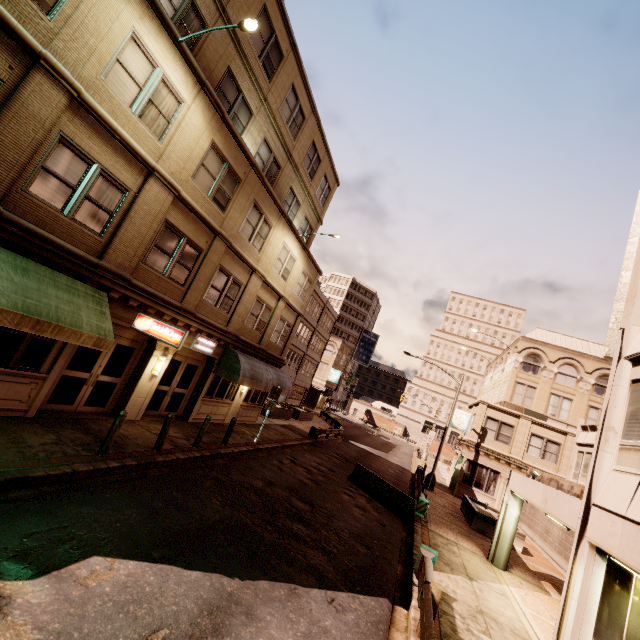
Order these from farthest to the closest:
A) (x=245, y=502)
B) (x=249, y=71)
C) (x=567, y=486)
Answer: (x=567, y=486) → (x=249, y=71) → (x=245, y=502)

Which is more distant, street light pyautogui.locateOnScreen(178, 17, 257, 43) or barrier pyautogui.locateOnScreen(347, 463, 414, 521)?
barrier pyautogui.locateOnScreen(347, 463, 414, 521)

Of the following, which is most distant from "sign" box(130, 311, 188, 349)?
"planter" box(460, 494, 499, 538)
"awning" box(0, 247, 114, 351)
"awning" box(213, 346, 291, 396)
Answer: "planter" box(460, 494, 499, 538)

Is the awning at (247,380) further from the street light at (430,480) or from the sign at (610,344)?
the sign at (610,344)

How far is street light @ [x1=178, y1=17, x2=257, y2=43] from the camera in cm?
876

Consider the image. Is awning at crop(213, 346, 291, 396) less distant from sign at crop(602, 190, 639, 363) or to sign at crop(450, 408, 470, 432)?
sign at crop(602, 190, 639, 363)

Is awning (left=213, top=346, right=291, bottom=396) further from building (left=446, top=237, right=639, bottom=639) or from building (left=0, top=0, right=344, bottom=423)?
building (left=446, top=237, right=639, bottom=639)

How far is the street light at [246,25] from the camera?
8.8 meters
